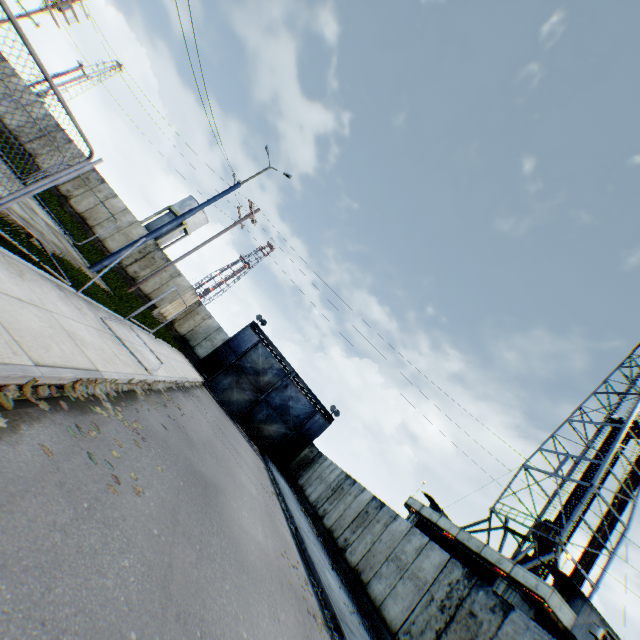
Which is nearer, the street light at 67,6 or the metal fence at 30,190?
the metal fence at 30,190

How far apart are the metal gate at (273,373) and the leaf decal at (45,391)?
22.43m

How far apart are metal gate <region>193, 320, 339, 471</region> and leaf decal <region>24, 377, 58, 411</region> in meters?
22.4

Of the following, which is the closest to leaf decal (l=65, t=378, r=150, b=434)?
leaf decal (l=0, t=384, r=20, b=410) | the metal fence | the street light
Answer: leaf decal (l=0, t=384, r=20, b=410)

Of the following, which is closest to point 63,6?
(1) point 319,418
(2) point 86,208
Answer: (2) point 86,208

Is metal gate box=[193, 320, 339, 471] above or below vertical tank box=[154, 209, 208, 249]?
below

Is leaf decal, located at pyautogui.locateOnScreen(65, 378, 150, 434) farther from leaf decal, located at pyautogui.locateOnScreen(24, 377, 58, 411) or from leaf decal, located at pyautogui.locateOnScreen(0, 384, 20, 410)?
leaf decal, located at pyautogui.locateOnScreen(0, 384, 20, 410)

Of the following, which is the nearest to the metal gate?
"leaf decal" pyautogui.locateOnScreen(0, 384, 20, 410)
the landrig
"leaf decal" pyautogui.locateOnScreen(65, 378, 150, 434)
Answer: the landrig
